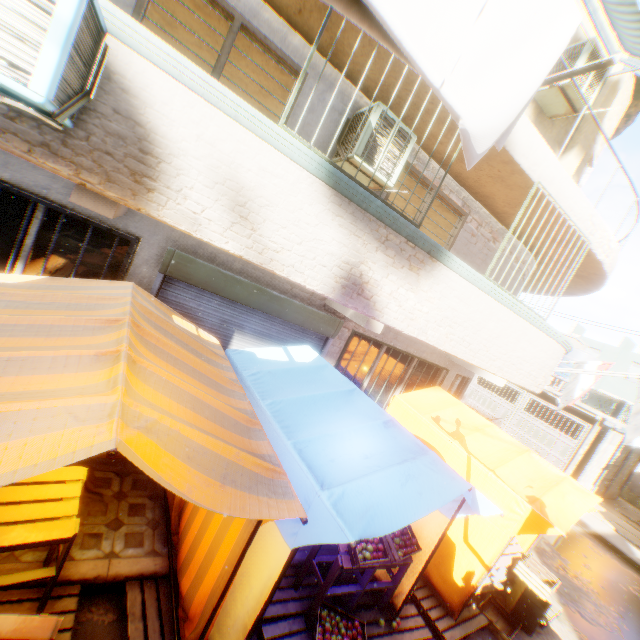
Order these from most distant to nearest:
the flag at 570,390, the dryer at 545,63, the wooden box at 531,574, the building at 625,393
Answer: the building at 625,393, the flag at 570,390, the wooden box at 531,574, the dryer at 545,63

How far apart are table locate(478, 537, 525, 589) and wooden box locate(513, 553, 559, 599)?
0.1 meters

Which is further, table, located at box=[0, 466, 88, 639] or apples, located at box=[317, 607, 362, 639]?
apples, located at box=[317, 607, 362, 639]

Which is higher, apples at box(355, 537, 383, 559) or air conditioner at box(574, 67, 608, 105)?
air conditioner at box(574, 67, 608, 105)

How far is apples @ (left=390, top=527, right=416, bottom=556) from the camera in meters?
4.1 m

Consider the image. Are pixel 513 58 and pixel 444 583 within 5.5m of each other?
no

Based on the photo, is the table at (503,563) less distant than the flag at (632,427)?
Yes

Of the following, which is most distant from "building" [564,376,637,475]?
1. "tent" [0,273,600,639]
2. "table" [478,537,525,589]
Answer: "table" [478,537,525,589]
